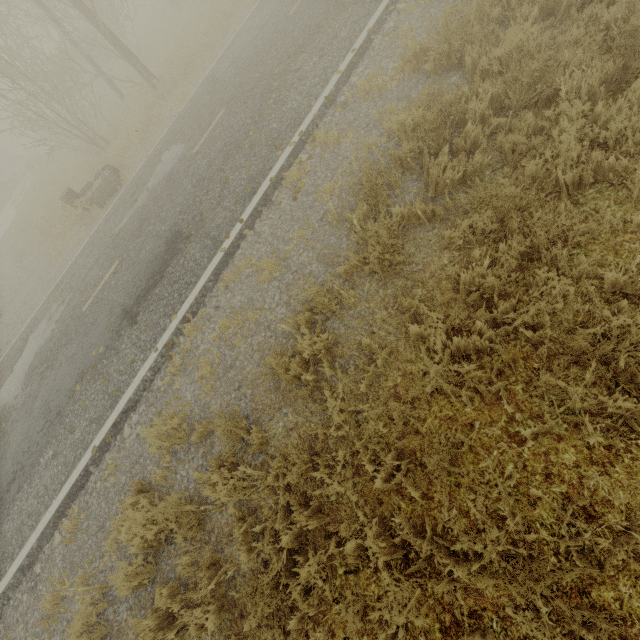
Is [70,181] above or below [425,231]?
above

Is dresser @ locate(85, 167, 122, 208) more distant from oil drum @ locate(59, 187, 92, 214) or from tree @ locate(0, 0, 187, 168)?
tree @ locate(0, 0, 187, 168)

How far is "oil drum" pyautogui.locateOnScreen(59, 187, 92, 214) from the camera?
11.77m

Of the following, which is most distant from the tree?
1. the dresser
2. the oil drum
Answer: the oil drum

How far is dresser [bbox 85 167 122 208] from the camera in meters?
11.2 m

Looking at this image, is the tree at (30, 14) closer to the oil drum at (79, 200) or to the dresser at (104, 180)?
the dresser at (104, 180)
